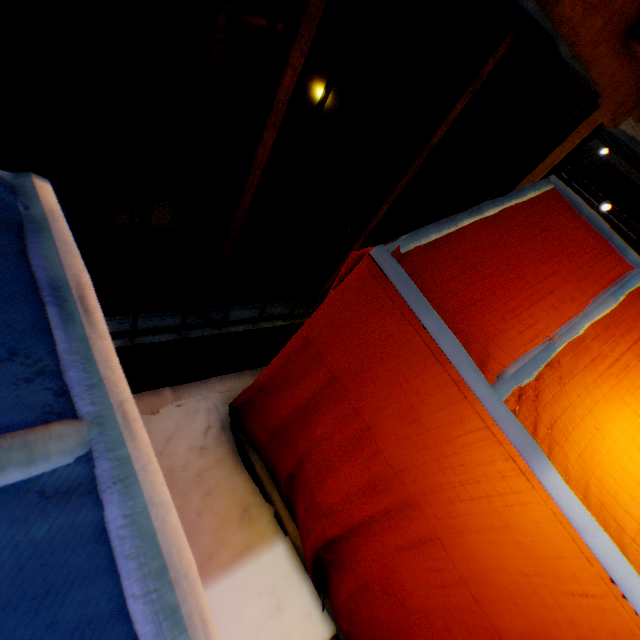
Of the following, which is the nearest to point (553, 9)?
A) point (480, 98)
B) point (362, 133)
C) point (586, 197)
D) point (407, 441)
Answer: point (480, 98)

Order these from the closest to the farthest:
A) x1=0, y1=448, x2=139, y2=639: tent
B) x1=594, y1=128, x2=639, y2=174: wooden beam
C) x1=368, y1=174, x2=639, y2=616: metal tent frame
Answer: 1. x1=0, y1=448, x2=139, y2=639: tent
2. x1=368, y1=174, x2=639, y2=616: metal tent frame
3. x1=594, y1=128, x2=639, y2=174: wooden beam

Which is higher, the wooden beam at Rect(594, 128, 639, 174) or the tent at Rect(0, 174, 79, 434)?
the wooden beam at Rect(594, 128, 639, 174)

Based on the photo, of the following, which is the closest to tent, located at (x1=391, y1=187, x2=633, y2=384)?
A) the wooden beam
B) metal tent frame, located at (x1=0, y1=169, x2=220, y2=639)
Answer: metal tent frame, located at (x1=0, y1=169, x2=220, y2=639)

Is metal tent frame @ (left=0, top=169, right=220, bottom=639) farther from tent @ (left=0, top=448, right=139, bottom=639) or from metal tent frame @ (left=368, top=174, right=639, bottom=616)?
metal tent frame @ (left=368, top=174, right=639, bottom=616)

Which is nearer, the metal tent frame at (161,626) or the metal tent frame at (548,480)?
the metal tent frame at (161,626)

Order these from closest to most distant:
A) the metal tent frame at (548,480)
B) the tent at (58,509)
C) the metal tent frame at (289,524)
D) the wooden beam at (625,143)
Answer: the tent at (58,509) → the metal tent frame at (548,480) → the metal tent frame at (289,524) → the wooden beam at (625,143)

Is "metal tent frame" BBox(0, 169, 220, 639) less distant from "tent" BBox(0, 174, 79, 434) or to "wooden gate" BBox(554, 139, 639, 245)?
"tent" BBox(0, 174, 79, 434)
